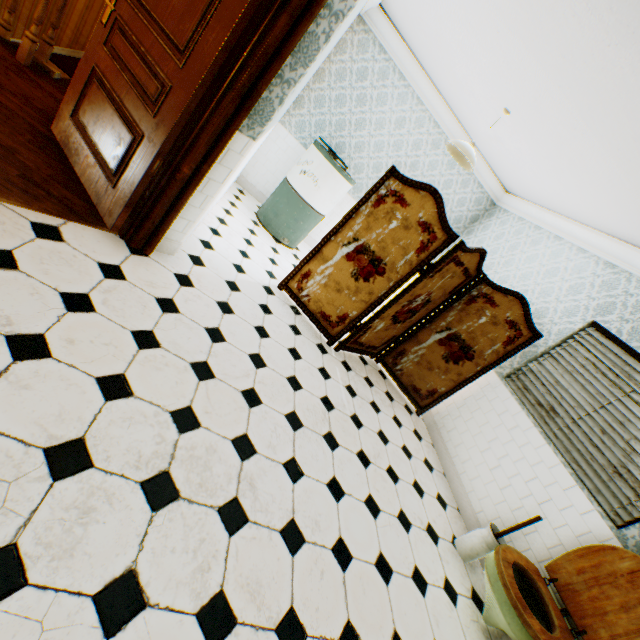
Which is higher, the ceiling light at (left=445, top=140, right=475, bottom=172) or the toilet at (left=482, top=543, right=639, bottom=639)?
the ceiling light at (left=445, top=140, right=475, bottom=172)

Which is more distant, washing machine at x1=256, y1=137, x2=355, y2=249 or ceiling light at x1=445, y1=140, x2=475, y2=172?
washing machine at x1=256, y1=137, x2=355, y2=249

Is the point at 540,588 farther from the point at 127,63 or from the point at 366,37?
the point at 366,37

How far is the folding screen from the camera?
3.3 meters

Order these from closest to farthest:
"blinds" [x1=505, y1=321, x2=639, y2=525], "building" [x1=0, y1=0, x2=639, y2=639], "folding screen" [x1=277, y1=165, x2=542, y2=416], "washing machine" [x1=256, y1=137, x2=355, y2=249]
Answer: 1. "building" [x1=0, y1=0, x2=639, y2=639]
2. "blinds" [x1=505, y1=321, x2=639, y2=525]
3. "folding screen" [x1=277, y1=165, x2=542, y2=416]
4. "washing machine" [x1=256, y1=137, x2=355, y2=249]

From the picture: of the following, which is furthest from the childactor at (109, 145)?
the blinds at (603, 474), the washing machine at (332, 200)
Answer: the blinds at (603, 474)

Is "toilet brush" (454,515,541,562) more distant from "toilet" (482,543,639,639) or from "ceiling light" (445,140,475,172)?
"ceiling light" (445,140,475,172)

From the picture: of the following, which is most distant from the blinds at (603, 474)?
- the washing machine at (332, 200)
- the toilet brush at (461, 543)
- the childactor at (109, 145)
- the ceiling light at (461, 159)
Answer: the childactor at (109, 145)
